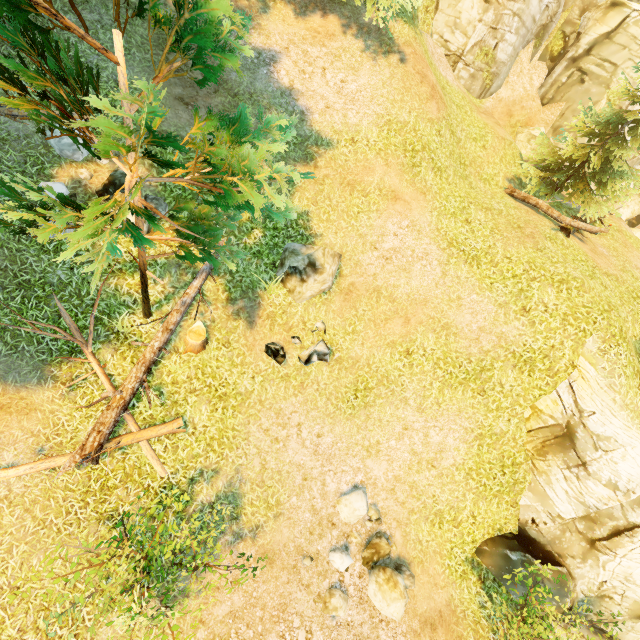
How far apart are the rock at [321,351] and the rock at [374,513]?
3.9 meters

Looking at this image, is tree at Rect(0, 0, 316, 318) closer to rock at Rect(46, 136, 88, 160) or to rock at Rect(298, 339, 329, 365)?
rock at Rect(46, 136, 88, 160)

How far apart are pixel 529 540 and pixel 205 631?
9.86m

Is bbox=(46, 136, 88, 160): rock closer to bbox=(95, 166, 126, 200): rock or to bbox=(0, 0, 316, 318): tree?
bbox=(95, 166, 126, 200): rock

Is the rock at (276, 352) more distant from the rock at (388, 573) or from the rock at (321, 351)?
the rock at (388, 573)

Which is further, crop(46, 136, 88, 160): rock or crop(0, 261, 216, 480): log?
crop(46, 136, 88, 160): rock

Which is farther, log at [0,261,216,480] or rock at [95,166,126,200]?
rock at [95,166,126,200]

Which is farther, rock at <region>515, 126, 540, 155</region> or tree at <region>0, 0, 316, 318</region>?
rock at <region>515, 126, 540, 155</region>
